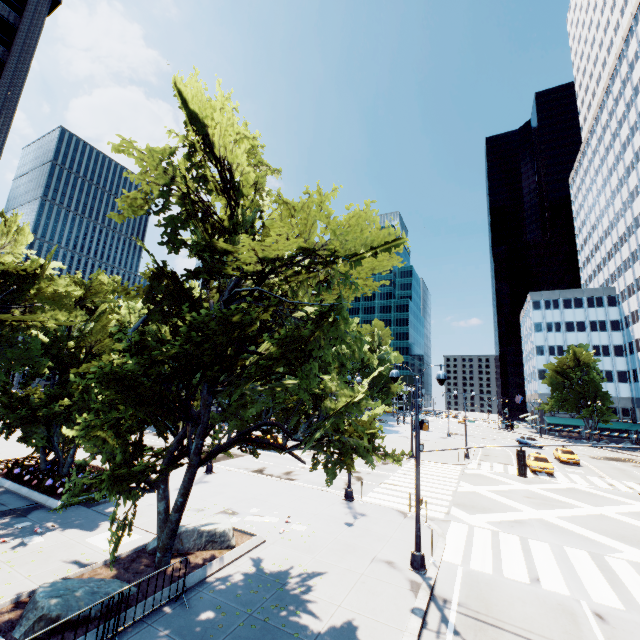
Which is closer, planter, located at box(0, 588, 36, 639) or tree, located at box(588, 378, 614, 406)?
planter, located at box(0, 588, 36, 639)

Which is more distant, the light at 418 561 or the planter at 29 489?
the planter at 29 489

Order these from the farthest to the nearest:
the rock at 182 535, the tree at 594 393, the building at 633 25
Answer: the tree at 594 393 < the building at 633 25 < the rock at 182 535

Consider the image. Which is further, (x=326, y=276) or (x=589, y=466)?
(x=589, y=466)

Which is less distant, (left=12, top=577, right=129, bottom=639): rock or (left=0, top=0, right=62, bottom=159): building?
(left=12, top=577, right=129, bottom=639): rock

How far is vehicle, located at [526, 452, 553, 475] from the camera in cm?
2921

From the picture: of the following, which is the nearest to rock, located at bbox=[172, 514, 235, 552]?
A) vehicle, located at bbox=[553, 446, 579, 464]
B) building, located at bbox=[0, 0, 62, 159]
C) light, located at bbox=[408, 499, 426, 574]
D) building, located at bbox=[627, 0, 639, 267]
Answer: light, located at bbox=[408, 499, 426, 574]

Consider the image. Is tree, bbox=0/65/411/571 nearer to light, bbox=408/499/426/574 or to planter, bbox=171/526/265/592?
planter, bbox=171/526/265/592
